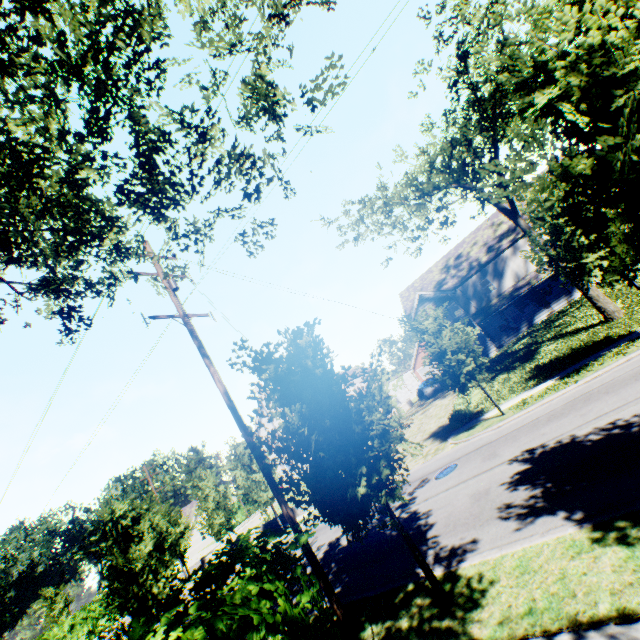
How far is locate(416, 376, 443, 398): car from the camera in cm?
3338

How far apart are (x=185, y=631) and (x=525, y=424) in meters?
12.9

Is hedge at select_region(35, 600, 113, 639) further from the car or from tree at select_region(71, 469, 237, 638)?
the car

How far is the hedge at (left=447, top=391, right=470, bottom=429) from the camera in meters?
18.4

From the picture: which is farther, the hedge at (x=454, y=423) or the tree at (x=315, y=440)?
the hedge at (x=454, y=423)

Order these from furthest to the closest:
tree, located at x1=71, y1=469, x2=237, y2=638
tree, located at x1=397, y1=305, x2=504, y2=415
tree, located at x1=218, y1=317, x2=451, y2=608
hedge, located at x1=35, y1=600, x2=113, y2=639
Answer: hedge, located at x1=35, y1=600, x2=113, y2=639 → tree, located at x1=397, y1=305, x2=504, y2=415 → tree, located at x1=71, y1=469, x2=237, y2=638 → tree, located at x1=218, y1=317, x2=451, y2=608

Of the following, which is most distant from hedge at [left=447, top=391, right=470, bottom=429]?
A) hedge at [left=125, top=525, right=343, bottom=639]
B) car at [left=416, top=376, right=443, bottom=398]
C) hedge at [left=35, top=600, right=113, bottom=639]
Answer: hedge at [left=35, top=600, right=113, bottom=639]

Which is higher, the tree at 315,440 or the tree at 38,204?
the tree at 38,204
